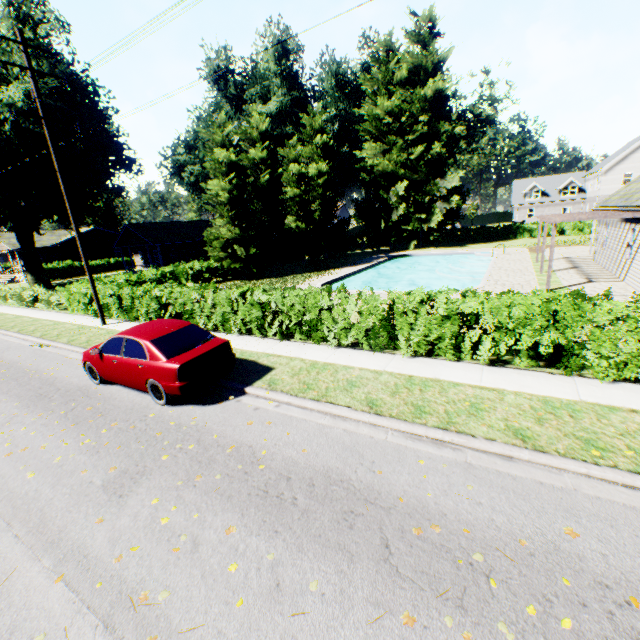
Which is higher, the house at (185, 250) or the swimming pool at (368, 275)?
the house at (185, 250)

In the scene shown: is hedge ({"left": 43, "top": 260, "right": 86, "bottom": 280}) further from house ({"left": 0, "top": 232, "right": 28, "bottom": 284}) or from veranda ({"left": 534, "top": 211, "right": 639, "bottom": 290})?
veranda ({"left": 534, "top": 211, "right": 639, "bottom": 290})

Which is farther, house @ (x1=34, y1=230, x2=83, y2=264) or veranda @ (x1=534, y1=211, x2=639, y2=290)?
house @ (x1=34, y1=230, x2=83, y2=264)

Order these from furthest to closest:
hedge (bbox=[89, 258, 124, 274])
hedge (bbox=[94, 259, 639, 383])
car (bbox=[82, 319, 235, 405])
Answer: hedge (bbox=[89, 258, 124, 274])
car (bbox=[82, 319, 235, 405])
hedge (bbox=[94, 259, 639, 383])

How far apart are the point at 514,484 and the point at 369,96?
43.6 meters

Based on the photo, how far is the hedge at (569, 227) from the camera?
38.1 meters

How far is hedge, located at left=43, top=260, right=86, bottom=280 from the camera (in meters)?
42.30

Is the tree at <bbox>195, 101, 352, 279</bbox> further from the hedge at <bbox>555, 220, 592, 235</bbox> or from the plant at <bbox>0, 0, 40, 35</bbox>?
the hedge at <bbox>555, 220, 592, 235</bbox>
